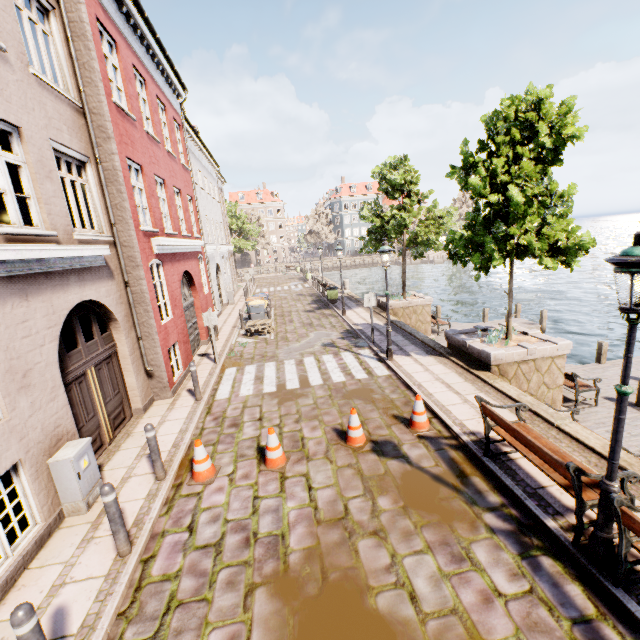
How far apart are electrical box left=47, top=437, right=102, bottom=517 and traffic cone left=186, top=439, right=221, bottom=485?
1.4m

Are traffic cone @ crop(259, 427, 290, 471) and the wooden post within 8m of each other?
no

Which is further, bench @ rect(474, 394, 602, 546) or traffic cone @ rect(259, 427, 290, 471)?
traffic cone @ rect(259, 427, 290, 471)

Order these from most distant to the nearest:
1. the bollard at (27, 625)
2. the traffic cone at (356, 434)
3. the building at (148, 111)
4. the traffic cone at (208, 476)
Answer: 1. the traffic cone at (356, 434)
2. the traffic cone at (208, 476)
3. the building at (148, 111)
4. the bollard at (27, 625)

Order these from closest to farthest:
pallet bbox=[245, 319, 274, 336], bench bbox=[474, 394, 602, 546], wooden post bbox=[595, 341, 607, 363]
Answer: bench bbox=[474, 394, 602, 546] → wooden post bbox=[595, 341, 607, 363] → pallet bbox=[245, 319, 274, 336]

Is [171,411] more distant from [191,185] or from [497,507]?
[191,185]

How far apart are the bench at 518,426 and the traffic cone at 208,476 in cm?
487

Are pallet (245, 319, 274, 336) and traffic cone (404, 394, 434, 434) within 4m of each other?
no
